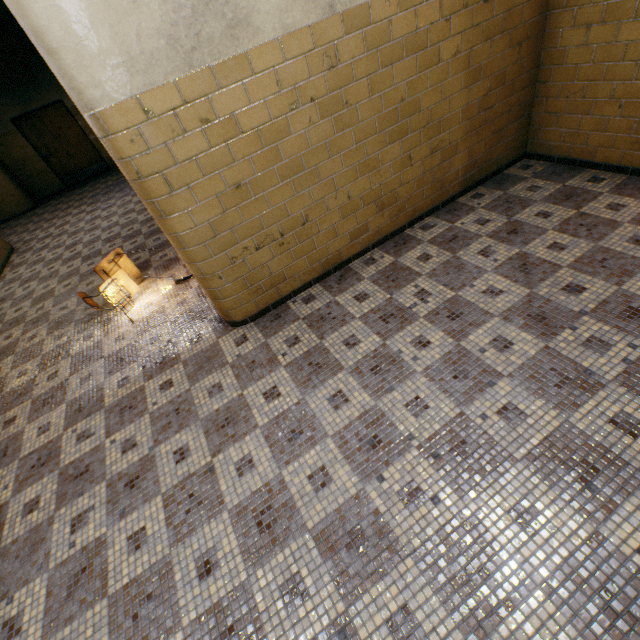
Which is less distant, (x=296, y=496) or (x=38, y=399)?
(x=296, y=496)

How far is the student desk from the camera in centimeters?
396cm

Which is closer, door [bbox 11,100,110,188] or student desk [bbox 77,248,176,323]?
student desk [bbox 77,248,176,323]

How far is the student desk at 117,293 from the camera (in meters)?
3.96

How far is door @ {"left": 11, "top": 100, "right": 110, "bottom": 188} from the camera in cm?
1012

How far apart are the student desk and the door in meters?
9.9

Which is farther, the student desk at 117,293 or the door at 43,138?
the door at 43,138
